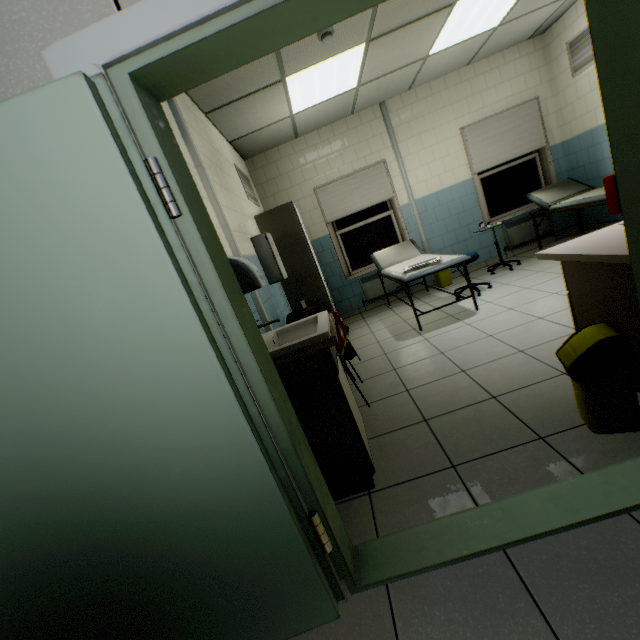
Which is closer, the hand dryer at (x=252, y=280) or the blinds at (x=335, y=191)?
the hand dryer at (x=252, y=280)

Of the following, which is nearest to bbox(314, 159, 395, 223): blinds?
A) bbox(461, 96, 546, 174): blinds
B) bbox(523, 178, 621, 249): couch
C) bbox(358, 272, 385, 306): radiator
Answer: bbox(358, 272, 385, 306): radiator

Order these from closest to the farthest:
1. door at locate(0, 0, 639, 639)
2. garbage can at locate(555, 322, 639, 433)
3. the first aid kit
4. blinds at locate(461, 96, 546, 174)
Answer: door at locate(0, 0, 639, 639), garbage can at locate(555, 322, 639, 433), the first aid kit, blinds at locate(461, 96, 546, 174)

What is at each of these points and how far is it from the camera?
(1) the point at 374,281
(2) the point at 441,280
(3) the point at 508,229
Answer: (1) radiator, 5.9m
(2) garbage can, 5.6m
(3) radiator, 5.7m

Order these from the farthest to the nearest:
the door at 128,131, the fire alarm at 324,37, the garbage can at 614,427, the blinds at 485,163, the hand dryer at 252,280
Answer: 1. the blinds at 485,163
2. the fire alarm at 324,37
3. the hand dryer at 252,280
4. the garbage can at 614,427
5. the door at 128,131

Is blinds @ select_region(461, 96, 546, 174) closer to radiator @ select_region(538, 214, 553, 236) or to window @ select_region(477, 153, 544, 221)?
window @ select_region(477, 153, 544, 221)

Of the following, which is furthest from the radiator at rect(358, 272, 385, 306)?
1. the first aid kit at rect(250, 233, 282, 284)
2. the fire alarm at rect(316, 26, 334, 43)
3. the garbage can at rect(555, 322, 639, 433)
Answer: the garbage can at rect(555, 322, 639, 433)

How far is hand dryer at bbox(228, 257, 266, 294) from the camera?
2.31m
